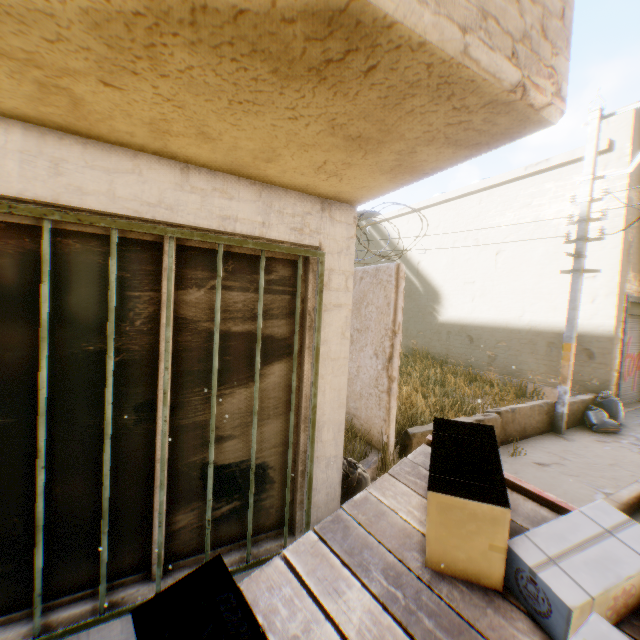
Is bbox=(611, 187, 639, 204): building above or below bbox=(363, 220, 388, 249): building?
below

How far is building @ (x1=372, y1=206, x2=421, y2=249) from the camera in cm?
1494

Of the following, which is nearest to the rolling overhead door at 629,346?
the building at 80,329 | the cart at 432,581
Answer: the building at 80,329

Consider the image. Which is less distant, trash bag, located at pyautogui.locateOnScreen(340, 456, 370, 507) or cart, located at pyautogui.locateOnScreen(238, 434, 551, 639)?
cart, located at pyautogui.locateOnScreen(238, 434, 551, 639)

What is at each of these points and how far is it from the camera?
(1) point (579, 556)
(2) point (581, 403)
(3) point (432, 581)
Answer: (1) cardboard box, 1.6 meters
(2) concrete block, 7.9 meters
(3) cart, 1.8 meters

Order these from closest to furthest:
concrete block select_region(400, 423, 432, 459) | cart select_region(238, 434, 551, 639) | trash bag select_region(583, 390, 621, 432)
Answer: cart select_region(238, 434, 551, 639) < concrete block select_region(400, 423, 432, 459) < trash bag select_region(583, 390, 621, 432)

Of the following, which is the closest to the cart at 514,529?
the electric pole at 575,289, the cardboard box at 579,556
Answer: the cardboard box at 579,556

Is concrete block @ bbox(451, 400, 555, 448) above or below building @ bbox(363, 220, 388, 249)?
below
